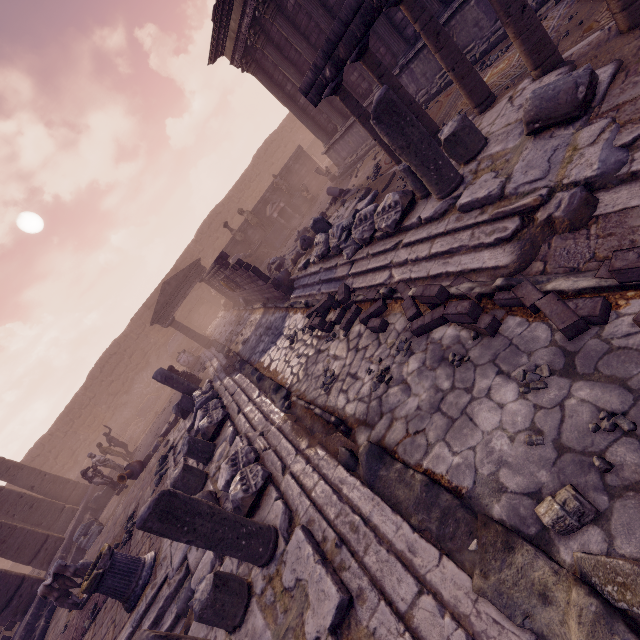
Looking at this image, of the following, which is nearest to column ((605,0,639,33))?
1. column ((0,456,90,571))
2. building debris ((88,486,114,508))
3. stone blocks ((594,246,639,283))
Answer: stone blocks ((594,246,639,283))

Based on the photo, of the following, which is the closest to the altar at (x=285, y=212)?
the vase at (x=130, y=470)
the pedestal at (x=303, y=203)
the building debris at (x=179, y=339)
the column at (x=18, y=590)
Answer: → the pedestal at (x=303, y=203)

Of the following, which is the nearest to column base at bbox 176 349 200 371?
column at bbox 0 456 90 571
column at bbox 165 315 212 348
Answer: column at bbox 165 315 212 348

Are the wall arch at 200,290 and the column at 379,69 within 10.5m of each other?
no

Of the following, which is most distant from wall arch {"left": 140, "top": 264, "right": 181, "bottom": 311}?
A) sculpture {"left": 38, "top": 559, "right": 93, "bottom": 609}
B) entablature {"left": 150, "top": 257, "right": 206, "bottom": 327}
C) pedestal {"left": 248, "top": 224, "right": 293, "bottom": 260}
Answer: sculpture {"left": 38, "top": 559, "right": 93, "bottom": 609}

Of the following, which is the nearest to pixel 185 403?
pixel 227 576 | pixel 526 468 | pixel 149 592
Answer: pixel 149 592

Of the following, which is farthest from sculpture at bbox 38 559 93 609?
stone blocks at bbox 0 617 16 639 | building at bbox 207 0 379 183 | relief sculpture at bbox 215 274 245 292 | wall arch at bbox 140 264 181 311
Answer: wall arch at bbox 140 264 181 311

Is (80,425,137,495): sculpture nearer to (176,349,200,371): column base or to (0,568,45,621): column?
(0,568,45,621): column
